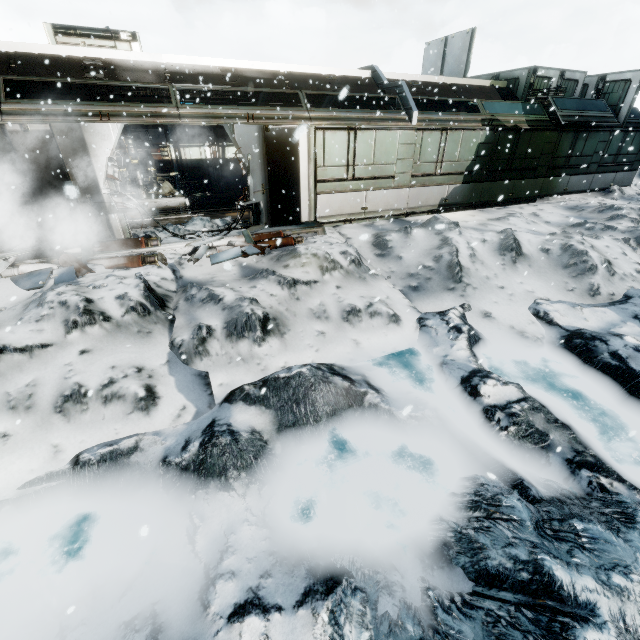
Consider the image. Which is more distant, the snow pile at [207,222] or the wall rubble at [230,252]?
the snow pile at [207,222]

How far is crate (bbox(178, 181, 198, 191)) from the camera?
14.9 meters

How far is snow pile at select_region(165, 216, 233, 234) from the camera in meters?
9.2 m

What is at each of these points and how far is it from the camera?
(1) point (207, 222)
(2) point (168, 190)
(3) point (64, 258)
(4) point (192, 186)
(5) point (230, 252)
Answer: (1) snow pile, 9.72m
(2) cloth, 14.91m
(3) wall rubble, 7.40m
(4) crate, 15.02m
(5) wall rubble, 8.09m

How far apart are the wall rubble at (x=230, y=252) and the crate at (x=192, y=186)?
7.9m

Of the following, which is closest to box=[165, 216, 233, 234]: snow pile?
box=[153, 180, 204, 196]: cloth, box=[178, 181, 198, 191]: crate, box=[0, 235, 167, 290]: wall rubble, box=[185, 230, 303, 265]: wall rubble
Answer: box=[0, 235, 167, 290]: wall rubble

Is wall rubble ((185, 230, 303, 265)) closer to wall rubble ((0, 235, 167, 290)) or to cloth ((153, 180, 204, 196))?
wall rubble ((0, 235, 167, 290))

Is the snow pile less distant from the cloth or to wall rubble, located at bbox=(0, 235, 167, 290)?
wall rubble, located at bbox=(0, 235, 167, 290)
